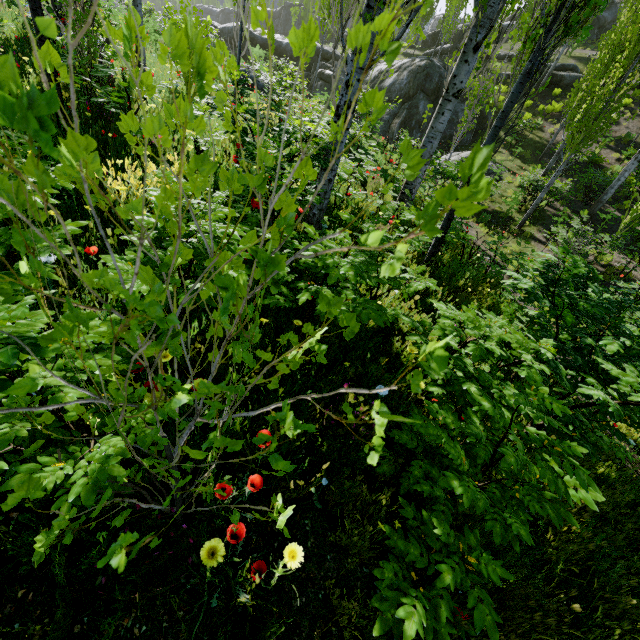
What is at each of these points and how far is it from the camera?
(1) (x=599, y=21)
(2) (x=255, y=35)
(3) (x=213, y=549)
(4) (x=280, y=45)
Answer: (1) rock, 29.84m
(2) rock, 26.81m
(3) instancedfoliageactor, 1.28m
(4) rock, 26.61m

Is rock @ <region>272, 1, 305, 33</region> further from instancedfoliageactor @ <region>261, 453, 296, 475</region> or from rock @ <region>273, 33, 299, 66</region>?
rock @ <region>273, 33, 299, 66</region>

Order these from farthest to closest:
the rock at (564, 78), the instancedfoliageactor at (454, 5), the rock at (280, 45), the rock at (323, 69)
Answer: the rock at (280, 45) → the rock at (323, 69) → the rock at (564, 78) → the instancedfoliageactor at (454, 5)

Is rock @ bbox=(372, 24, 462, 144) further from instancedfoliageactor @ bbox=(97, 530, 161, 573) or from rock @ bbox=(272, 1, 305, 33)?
rock @ bbox=(272, 1, 305, 33)

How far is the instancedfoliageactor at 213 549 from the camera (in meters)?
1.24

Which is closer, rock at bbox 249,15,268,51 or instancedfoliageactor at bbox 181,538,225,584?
instancedfoliageactor at bbox 181,538,225,584

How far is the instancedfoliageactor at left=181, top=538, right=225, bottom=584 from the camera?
1.2m

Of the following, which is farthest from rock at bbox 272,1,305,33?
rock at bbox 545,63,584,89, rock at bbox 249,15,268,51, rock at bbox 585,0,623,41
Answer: rock at bbox 249,15,268,51
